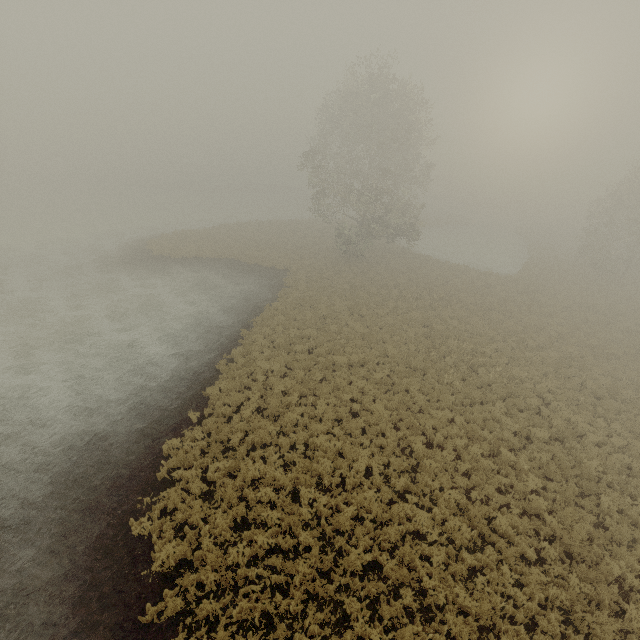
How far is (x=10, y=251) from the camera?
30.39m
